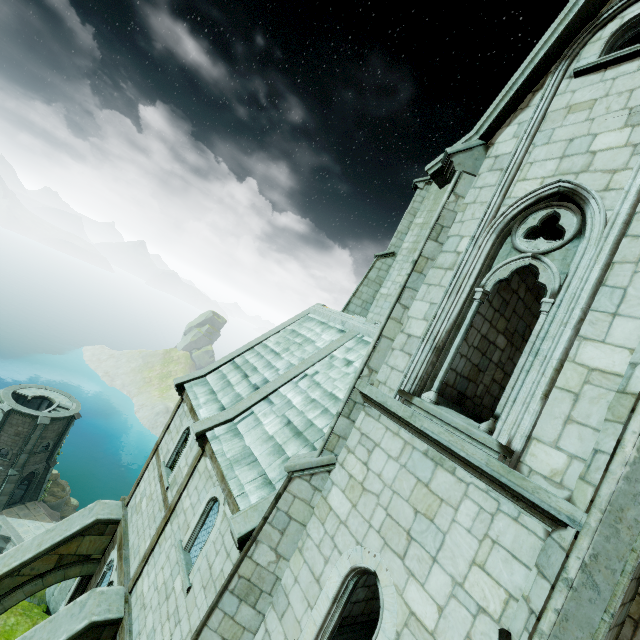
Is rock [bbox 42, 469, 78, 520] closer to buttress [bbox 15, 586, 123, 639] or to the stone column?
buttress [bbox 15, 586, 123, 639]

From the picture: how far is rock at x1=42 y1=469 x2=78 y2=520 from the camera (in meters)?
34.41

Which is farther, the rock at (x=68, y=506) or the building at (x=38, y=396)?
the rock at (x=68, y=506)

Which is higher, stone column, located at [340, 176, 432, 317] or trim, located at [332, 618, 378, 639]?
stone column, located at [340, 176, 432, 317]

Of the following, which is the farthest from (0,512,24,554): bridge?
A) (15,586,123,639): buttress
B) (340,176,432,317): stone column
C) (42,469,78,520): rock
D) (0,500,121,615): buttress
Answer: (340,176,432,317): stone column

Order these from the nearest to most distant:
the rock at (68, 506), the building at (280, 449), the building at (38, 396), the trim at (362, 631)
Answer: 1. the building at (280, 449)
2. the trim at (362, 631)
3. the building at (38, 396)
4. the rock at (68, 506)

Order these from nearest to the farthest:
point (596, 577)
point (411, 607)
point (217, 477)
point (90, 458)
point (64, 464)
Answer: point (596, 577)
point (411, 607)
point (217, 477)
point (64, 464)
point (90, 458)

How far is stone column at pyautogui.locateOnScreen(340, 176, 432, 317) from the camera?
15.9m
